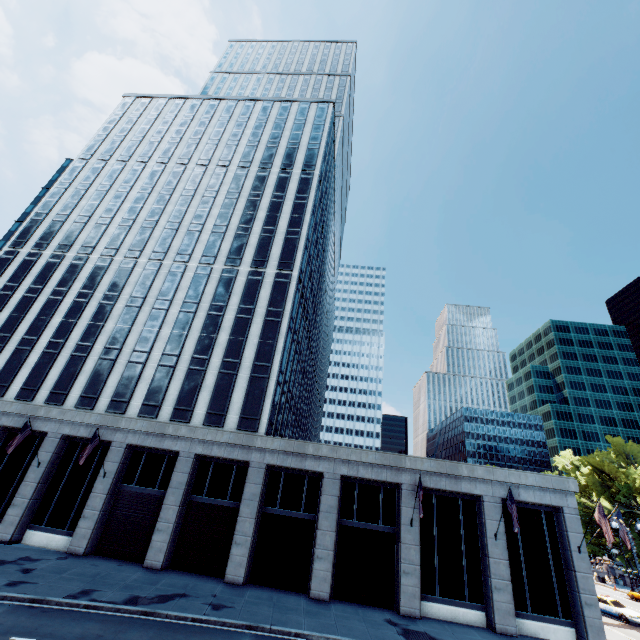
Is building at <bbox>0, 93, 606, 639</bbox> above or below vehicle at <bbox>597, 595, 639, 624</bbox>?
above

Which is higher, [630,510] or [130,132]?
[130,132]

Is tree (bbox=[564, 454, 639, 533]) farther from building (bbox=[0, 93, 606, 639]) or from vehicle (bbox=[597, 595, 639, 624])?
building (bbox=[0, 93, 606, 639])

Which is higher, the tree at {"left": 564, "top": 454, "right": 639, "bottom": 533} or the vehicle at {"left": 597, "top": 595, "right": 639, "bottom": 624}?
the tree at {"left": 564, "top": 454, "right": 639, "bottom": 533}

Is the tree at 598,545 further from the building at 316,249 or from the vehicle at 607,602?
the building at 316,249

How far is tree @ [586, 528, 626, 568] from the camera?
52.59m
